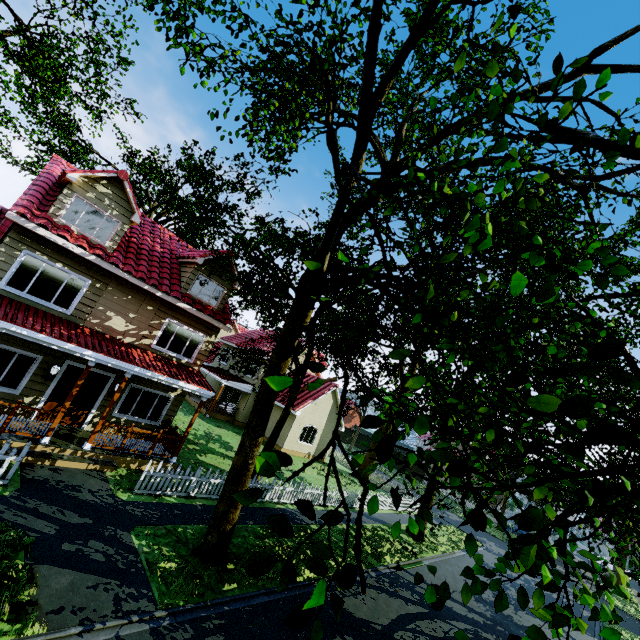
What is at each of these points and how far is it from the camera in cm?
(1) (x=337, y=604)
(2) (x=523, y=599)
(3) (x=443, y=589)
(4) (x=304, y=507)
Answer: (1) tree, 184
(2) tree, 292
(3) tree, 277
(4) tree, 202

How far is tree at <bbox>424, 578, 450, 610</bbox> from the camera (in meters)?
2.75

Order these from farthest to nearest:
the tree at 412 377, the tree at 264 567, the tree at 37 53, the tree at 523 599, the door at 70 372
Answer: the tree at 37 53 < the door at 70 372 < the tree at 523 599 < the tree at 412 377 < the tree at 264 567

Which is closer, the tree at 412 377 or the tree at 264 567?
the tree at 264 567

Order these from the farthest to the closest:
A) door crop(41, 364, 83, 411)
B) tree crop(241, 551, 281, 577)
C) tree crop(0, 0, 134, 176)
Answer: tree crop(0, 0, 134, 176), door crop(41, 364, 83, 411), tree crop(241, 551, 281, 577)

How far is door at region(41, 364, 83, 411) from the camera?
11.3m
